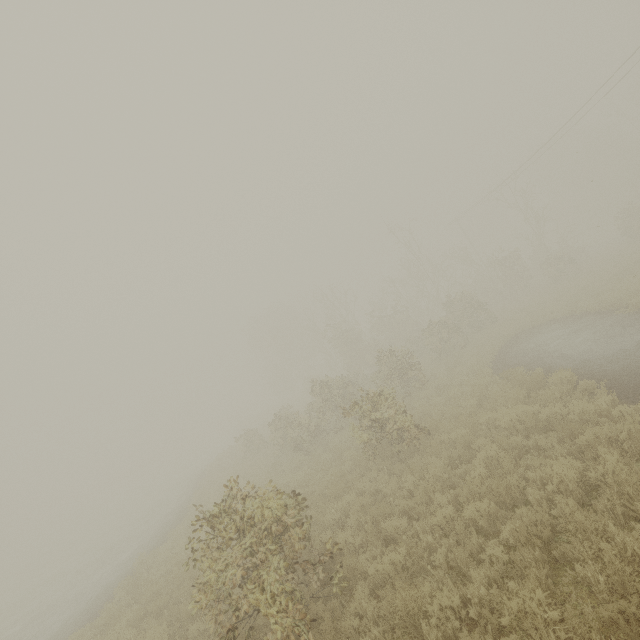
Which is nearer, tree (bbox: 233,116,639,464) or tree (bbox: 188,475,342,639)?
tree (bbox: 188,475,342,639)

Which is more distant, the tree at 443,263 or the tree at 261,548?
the tree at 443,263

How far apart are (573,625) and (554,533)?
1.8m
